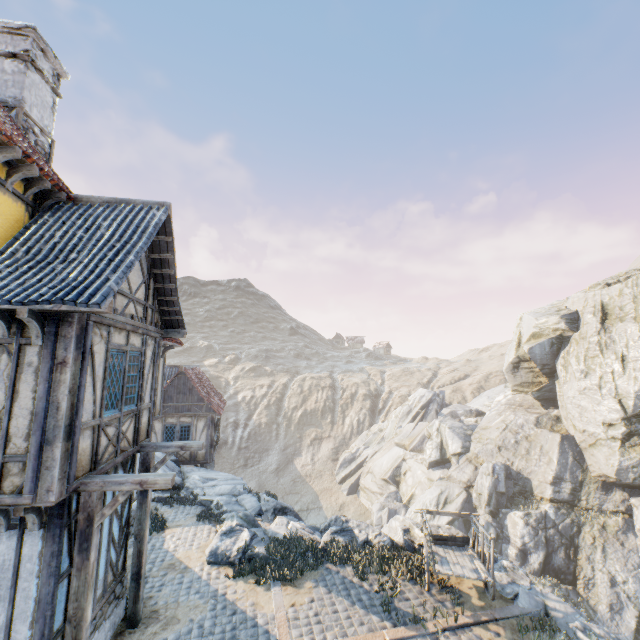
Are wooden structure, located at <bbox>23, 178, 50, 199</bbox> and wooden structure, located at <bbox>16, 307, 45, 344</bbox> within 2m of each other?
no

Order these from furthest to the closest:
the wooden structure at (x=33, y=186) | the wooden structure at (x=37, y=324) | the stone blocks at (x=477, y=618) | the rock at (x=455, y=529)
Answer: the rock at (x=455, y=529)
the stone blocks at (x=477, y=618)
the wooden structure at (x=33, y=186)
the wooden structure at (x=37, y=324)

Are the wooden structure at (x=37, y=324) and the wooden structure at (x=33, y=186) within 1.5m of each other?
no

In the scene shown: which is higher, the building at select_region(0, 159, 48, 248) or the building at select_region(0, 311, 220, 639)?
the building at select_region(0, 159, 48, 248)

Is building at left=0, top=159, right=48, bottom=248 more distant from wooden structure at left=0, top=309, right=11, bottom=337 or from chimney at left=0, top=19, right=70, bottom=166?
chimney at left=0, top=19, right=70, bottom=166

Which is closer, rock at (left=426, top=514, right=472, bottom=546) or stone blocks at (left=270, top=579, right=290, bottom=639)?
stone blocks at (left=270, top=579, right=290, bottom=639)

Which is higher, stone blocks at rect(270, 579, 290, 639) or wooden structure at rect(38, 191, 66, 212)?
wooden structure at rect(38, 191, 66, 212)

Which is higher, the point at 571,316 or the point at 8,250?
the point at 571,316
